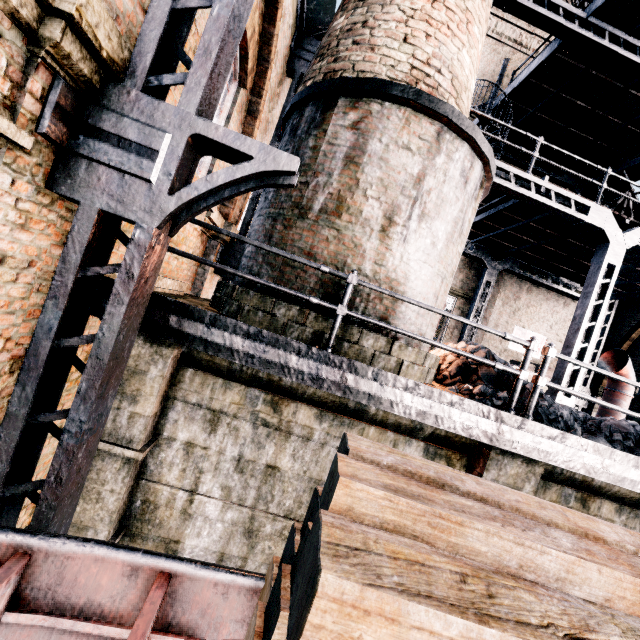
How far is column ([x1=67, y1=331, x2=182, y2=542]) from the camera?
A: 4.6 meters

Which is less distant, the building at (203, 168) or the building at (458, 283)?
the building at (203, 168)

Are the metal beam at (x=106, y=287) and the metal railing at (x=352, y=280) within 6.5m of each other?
yes

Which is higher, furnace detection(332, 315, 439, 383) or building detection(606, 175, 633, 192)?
building detection(606, 175, 633, 192)

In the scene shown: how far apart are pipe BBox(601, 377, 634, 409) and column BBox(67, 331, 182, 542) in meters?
16.8

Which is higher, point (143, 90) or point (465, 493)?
point (143, 90)

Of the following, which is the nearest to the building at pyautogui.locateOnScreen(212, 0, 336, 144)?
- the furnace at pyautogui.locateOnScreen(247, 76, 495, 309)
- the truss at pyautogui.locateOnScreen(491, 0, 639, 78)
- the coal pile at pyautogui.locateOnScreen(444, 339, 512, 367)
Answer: the truss at pyautogui.locateOnScreen(491, 0, 639, 78)

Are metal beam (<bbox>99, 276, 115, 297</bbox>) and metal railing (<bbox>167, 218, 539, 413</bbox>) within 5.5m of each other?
yes
